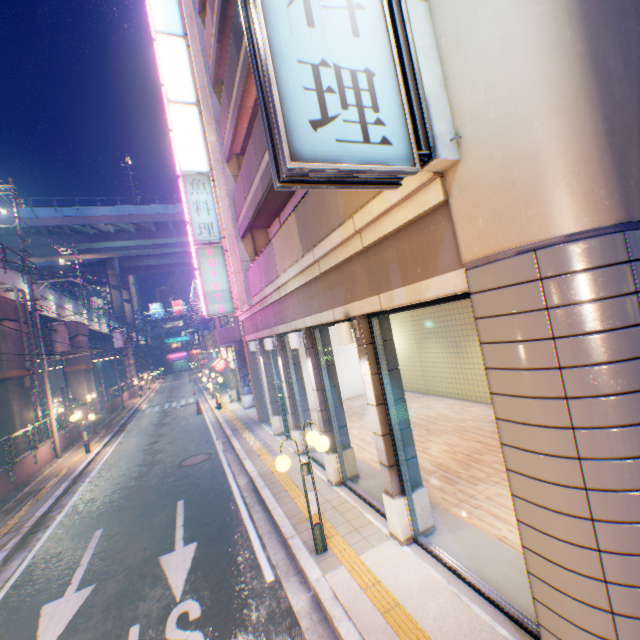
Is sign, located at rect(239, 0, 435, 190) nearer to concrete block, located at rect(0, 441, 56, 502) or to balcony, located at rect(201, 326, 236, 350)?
concrete block, located at rect(0, 441, 56, 502)

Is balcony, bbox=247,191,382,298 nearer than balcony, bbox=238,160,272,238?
Yes

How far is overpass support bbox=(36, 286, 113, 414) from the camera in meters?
27.2

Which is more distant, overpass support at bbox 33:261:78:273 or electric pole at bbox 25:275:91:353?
overpass support at bbox 33:261:78:273

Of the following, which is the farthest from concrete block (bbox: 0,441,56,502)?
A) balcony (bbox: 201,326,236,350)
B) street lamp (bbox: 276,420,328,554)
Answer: balcony (bbox: 201,326,236,350)

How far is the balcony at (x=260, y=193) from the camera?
8.6m

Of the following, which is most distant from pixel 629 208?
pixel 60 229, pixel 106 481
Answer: pixel 60 229

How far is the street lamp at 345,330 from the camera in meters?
5.8 m
